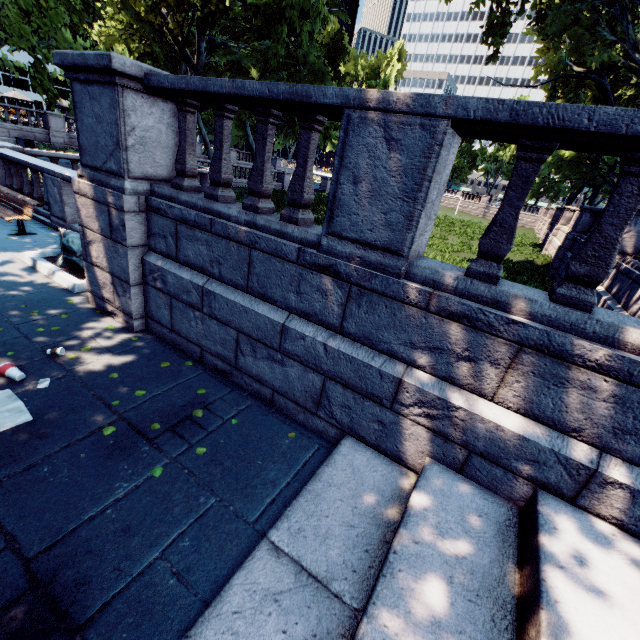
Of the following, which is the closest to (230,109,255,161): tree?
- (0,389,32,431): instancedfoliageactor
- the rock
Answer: (0,389,32,431): instancedfoliageactor

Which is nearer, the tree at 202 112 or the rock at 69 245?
the rock at 69 245

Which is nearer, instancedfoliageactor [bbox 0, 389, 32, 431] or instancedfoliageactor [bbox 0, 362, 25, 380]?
instancedfoliageactor [bbox 0, 389, 32, 431]

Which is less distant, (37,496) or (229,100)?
(37,496)

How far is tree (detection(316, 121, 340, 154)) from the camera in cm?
1582

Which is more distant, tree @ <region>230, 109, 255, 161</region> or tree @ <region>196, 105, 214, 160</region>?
tree @ <region>230, 109, 255, 161</region>

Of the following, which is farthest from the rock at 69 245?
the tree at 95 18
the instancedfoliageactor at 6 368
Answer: the tree at 95 18

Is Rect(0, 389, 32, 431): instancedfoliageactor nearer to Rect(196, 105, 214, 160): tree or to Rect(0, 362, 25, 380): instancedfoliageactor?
Rect(0, 362, 25, 380): instancedfoliageactor
